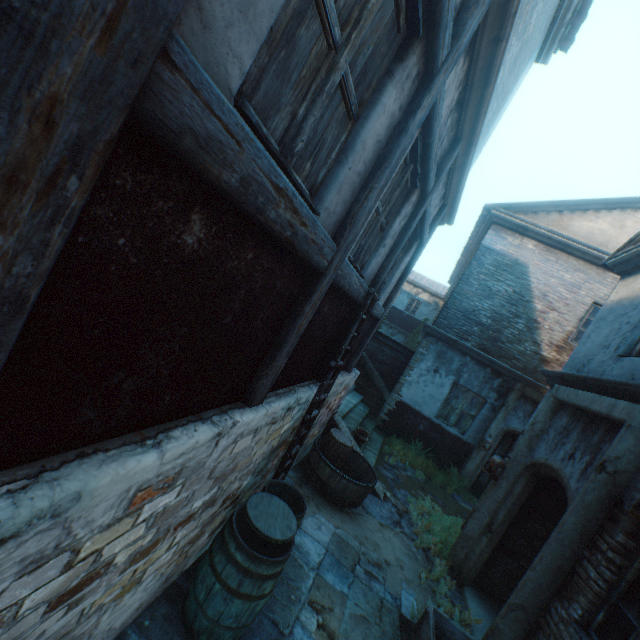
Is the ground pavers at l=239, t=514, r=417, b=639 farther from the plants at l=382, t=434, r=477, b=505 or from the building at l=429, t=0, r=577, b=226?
the plants at l=382, t=434, r=477, b=505

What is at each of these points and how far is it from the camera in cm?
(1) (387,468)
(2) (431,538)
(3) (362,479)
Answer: (1) ground stones, 836
(2) plants, 594
(3) cask, 646

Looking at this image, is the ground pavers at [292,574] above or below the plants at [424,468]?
below

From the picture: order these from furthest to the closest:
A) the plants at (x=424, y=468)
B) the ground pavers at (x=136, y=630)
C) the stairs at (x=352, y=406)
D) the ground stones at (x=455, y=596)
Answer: the plants at (x=424, y=468), the stairs at (x=352, y=406), the ground stones at (x=455, y=596), the ground pavers at (x=136, y=630)

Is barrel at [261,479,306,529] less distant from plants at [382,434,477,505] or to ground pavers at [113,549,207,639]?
ground pavers at [113,549,207,639]

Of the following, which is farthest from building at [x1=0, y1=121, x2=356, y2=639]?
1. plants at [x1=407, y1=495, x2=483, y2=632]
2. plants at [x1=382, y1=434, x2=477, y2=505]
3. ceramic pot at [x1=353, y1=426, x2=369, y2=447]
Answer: plants at [x1=382, y1=434, x2=477, y2=505]

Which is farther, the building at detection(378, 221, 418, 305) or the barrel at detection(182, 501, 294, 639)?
the building at detection(378, 221, 418, 305)

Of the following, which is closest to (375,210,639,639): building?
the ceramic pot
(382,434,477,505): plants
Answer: the ceramic pot
